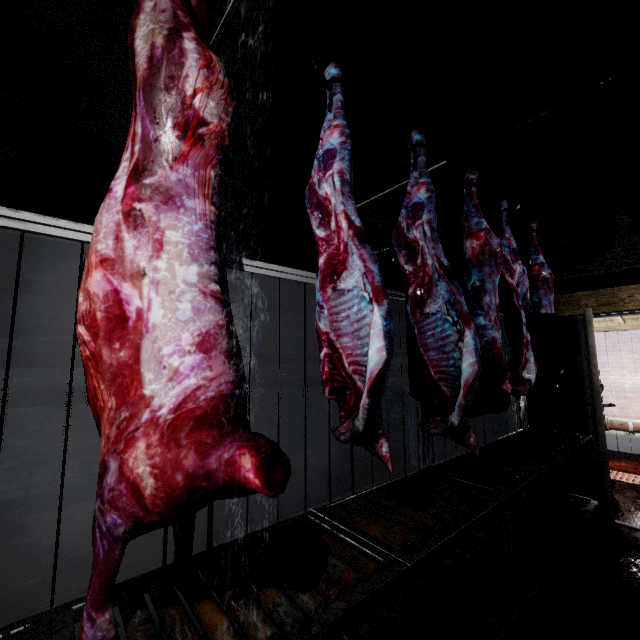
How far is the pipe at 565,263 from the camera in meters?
3.0 m

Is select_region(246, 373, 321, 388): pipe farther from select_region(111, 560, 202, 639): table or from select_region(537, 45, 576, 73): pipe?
select_region(111, 560, 202, 639): table

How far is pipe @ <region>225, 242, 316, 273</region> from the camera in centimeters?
479cm

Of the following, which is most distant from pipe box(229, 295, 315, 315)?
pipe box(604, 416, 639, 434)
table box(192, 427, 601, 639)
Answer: pipe box(604, 416, 639, 434)

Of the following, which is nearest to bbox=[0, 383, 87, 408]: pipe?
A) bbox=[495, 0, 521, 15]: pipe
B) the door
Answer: bbox=[495, 0, 521, 15]: pipe

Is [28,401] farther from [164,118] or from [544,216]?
[544,216]

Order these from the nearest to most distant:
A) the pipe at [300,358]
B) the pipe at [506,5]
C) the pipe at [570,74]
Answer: the pipe at [506,5] → the pipe at [570,74] → the pipe at [300,358]

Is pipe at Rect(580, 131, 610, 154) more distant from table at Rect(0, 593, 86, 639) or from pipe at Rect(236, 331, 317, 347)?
table at Rect(0, 593, 86, 639)
